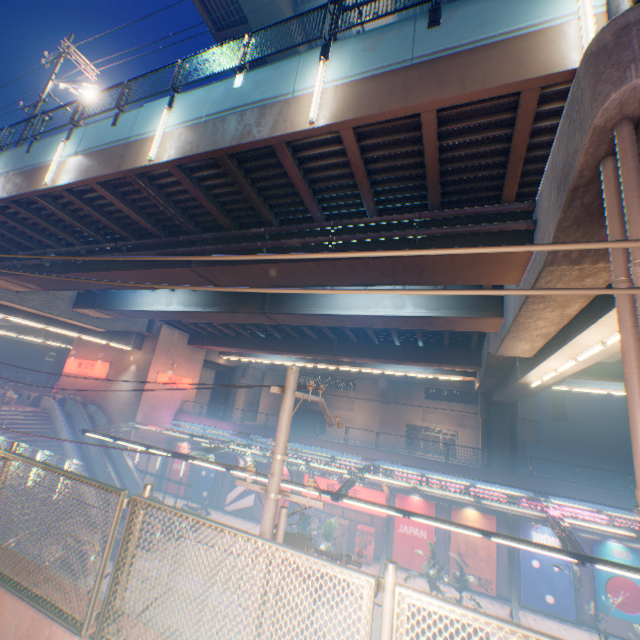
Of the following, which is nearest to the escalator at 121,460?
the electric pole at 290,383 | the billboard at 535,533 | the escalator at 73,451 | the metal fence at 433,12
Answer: the metal fence at 433,12

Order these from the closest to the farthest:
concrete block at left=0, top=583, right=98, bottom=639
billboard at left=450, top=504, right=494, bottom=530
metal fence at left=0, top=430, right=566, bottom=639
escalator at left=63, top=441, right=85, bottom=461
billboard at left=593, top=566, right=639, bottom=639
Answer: metal fence at left=0, top=430, right=566, bottom=639 < concrete block at left=0, top=583, right=98, bottom=639 < billboard at left=593, top=566, right=639, bottom=639 < billboard at left=450, top=504, right=494, bottom=530 < escalator at left=63, top=441, right=85, bottom=461

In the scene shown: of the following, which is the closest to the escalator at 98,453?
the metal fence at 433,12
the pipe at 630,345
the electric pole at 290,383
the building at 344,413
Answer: the metal fence at 433,12

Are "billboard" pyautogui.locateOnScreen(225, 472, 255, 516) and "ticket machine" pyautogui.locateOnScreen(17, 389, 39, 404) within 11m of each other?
no

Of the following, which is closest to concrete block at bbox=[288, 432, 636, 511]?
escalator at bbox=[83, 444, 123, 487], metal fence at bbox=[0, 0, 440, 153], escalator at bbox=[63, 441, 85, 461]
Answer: metal fence at bbox=[0, 0, 440, 153]

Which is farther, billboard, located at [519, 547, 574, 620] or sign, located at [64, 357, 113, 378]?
sign, located at [64, 357, 113, 378]

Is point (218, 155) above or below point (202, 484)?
above

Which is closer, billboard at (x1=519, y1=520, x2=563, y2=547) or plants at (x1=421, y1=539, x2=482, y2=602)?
plants at (x1=421, y1=539, x2=482, y2=602)
